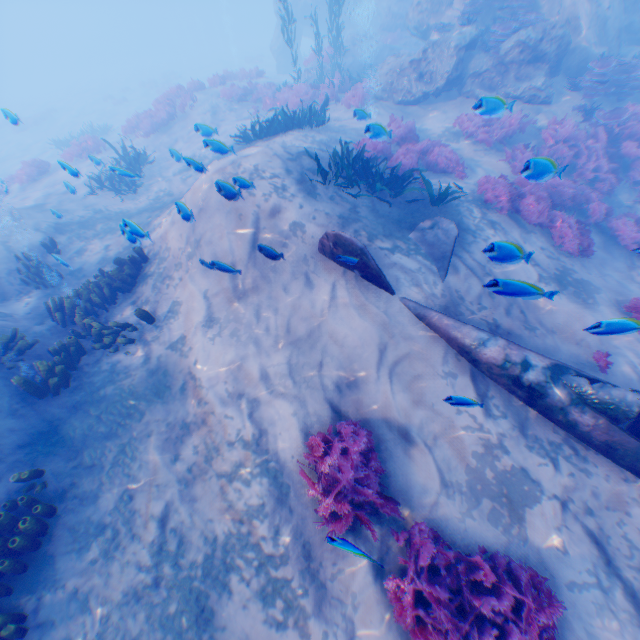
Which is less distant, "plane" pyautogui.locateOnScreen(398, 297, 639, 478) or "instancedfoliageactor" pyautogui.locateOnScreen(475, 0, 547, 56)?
"plane" pyautogui.locateOnScreen(398, 297, 639, 478)

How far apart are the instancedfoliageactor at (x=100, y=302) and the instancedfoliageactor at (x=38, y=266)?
2.61m

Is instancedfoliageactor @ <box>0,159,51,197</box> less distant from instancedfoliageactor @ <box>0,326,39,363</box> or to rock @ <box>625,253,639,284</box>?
instancedfoliageactor @ <box>0,326,39,363</box>

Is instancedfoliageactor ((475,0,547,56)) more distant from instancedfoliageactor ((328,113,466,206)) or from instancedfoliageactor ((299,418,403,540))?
instancedfoliageactor ((299,418,403,540))

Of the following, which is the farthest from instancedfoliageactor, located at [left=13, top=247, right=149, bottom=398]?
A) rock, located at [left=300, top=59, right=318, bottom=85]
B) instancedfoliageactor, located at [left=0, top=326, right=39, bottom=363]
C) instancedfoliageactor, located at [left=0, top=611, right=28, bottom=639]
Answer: rock, located at [left=300, top=59, right=318, bottom=85]

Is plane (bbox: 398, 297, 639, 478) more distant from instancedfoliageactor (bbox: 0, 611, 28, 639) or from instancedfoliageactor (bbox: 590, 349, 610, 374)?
instancedfoliageactor (bbox: 0, 611, 28, 639)

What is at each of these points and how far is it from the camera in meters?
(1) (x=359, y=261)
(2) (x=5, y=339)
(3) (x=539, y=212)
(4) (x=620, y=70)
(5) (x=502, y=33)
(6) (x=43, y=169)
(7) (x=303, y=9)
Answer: (1) plane, 6.2 m
(2) instancedfoliageactor, 6.6 m
(3) instancedfoliageactor, 8.5 m
(4) instancedfoliageactor, 11.4 m
(5) instancedfoliageactor, 11.7 m
(6) instancedfoliageactor, 16.6 m
(7) rock, 28.7 m

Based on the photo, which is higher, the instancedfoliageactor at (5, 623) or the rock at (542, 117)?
the rock at (542, 117)
